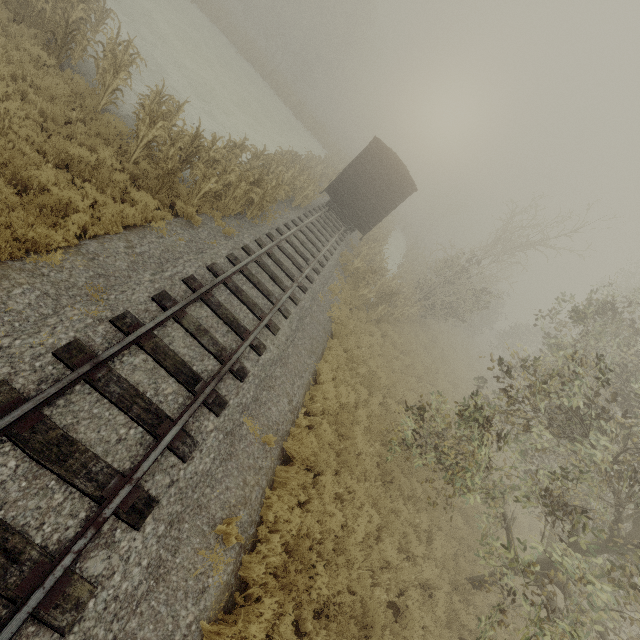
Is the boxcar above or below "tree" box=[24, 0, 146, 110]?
above

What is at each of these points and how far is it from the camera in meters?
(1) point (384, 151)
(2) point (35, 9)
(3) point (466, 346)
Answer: (1) boxcar, 16.2
(2) tree, 9.3
(3) tree, 29.3

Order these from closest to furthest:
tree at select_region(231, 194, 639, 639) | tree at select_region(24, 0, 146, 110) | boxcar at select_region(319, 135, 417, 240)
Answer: tree at select_region(231, 194, 639, 639) → tree at select_region(24, 0, 146, 110) → boxcar at select_region(319, 135, 417, 240)

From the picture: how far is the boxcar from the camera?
16.4m

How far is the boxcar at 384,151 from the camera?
16.36m

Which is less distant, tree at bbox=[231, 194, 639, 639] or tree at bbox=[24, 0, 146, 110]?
tree at bbox=[231, 194, 639, 639]

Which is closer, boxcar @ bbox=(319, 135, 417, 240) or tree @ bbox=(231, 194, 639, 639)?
tree @ bbox=(231, 194, 639, 639)

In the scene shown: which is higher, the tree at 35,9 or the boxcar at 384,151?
the boxcar at 384,151
